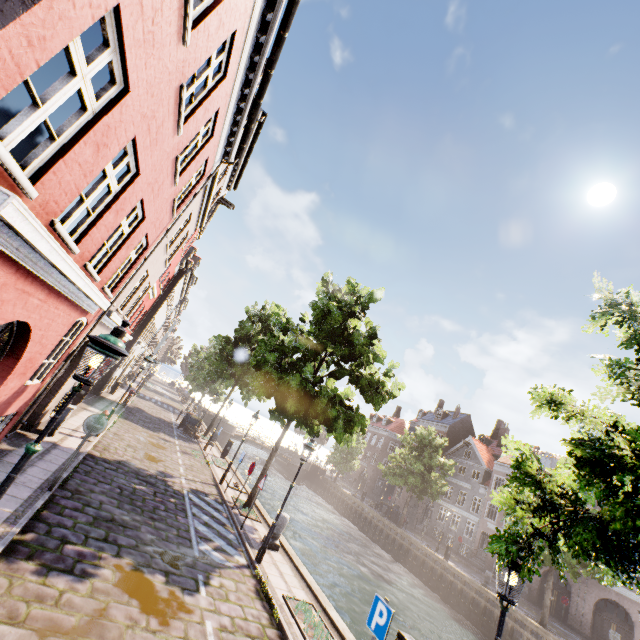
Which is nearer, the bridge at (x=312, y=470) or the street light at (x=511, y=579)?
the street light at (x=511, y=579)

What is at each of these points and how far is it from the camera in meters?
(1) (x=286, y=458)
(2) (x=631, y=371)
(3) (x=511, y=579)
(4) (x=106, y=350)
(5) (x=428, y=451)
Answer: (1) bridge, 46.2
(2) tree, 2.2
(3) street light, 4.3
(4) street light, 3.8
(5) tree, 33.1

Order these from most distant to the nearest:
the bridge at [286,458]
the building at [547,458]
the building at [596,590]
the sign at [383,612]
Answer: the bridge at [286,458]
the building at [547,458]
the building at [596,590]
the sign at [383,612]

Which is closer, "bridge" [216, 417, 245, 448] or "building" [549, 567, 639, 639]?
"building" [549, 567, 639, 639]

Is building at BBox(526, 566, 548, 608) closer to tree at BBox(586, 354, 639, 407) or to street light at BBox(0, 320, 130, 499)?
tree at BBox(586, 354, 639, 407)

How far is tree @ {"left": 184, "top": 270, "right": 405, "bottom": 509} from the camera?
12.98m

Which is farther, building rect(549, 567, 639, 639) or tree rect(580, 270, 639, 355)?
building rect(549, 567, 639, 639)
